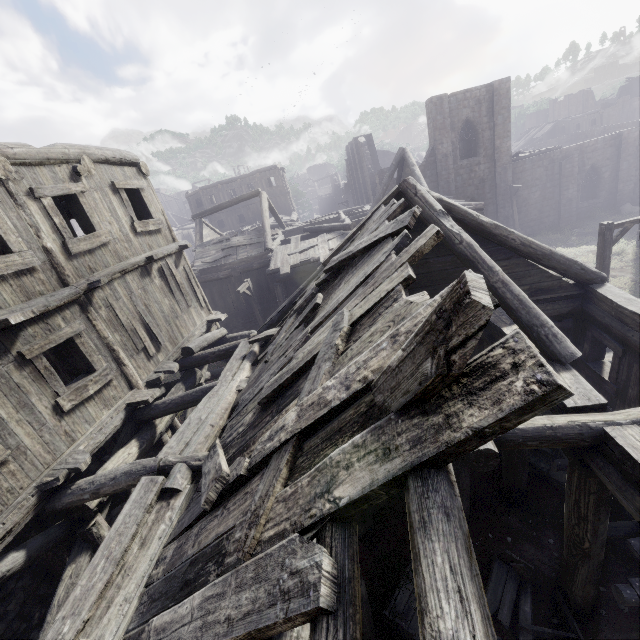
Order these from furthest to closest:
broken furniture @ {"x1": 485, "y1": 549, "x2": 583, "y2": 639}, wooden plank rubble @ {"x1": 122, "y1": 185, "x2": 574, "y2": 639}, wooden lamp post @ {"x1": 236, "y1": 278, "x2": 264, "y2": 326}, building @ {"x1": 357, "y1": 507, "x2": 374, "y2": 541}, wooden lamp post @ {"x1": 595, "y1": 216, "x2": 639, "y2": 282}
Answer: wooden lamp post @ {"x1": 236, "y1": 278, "x2": 264, "y2": 326}, wooden lamp post @ {"x1": 595, "y1": 216, "x2": 639, "y2": 282}, building @ {"x1": 357, "y1": 507, "x2": 374, "y2": 541}, broken furniture @ {"x1": 485, "y1": 549, "x2": 583, "y2": 639}, wooden plank rubble @ {"x1": 122, "y1": 185, "x2": 574, "y2": 639}

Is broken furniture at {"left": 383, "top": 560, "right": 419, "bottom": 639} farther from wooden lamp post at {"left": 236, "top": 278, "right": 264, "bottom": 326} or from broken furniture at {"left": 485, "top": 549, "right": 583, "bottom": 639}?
wooden lamp post at {"left": 236, "top": 278, "right": 264, "bottom": 326}

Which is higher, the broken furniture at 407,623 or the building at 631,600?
the building at 631,600

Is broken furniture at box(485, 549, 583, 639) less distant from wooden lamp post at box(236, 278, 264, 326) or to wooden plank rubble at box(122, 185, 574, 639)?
wooden plank rubble at box(122, 185, 574, 639)

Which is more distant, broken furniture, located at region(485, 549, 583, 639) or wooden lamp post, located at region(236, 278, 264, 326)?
wooden lamp post, located at region(236, 278, 264, 326)

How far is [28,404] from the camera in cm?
570

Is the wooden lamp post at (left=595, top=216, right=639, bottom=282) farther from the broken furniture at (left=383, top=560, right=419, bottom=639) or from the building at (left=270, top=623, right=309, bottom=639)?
the broken furniture at (left=383, top=560, right=419, bottom=639)

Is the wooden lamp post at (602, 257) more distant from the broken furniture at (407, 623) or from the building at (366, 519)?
the broken furniture at (407, 623)
